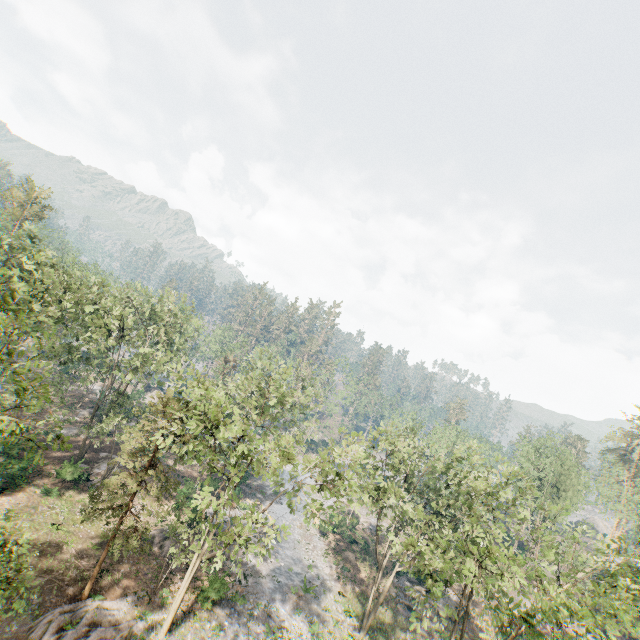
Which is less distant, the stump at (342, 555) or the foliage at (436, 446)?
the foliage at (436, 446)

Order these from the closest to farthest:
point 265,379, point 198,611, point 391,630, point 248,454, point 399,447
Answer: point 248,454 → point 198,611 → point 399,447 → point 391,630 → point 265,379

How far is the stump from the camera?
38.4m

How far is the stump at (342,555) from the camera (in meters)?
38.40

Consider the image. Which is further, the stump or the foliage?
the stump
